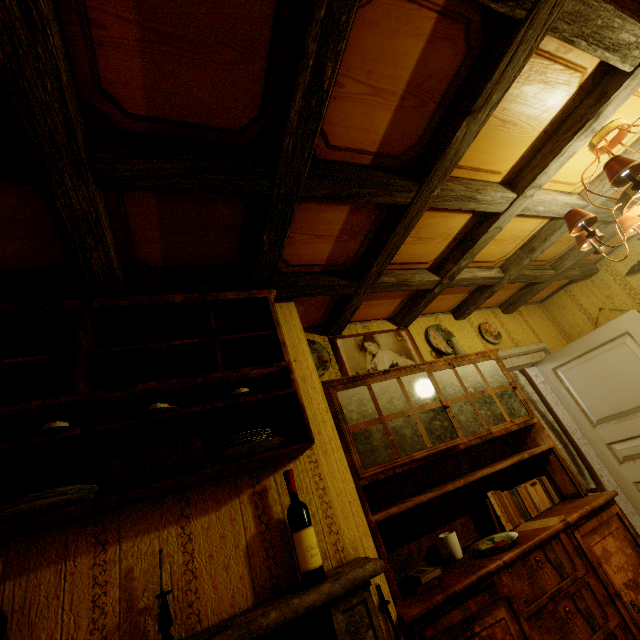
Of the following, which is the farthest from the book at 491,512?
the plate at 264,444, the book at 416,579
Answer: the plate at 264,444

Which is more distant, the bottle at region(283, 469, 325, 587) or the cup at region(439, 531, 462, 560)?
the cup at region(439, 531, 462, 560)

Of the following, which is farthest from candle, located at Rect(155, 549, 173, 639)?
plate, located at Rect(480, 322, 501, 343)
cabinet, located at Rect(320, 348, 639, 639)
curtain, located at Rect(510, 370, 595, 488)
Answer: curtain, located at Rect(510, 370, 595, 488)

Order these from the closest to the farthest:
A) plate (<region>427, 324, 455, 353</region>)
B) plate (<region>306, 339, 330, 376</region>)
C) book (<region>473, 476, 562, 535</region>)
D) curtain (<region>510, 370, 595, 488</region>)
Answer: book (<region>473, 476, 562, 535</region>) → plate (<region>306, 339, 330, 376</region>) → plate (<region>427, 324, 455, 353</region>) → curtain (<region>510, 370, 595, 488</region>)

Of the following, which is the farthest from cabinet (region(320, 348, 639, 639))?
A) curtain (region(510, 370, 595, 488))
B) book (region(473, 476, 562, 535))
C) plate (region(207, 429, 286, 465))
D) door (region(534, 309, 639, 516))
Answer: curtain (region(510, 370, 595, 488))

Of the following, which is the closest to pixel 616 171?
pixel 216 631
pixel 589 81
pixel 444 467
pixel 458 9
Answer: pixel 589 81

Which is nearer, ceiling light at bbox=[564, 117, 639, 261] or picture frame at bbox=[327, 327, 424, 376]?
ceiling light at bbox=[564, 117, 639, 261]

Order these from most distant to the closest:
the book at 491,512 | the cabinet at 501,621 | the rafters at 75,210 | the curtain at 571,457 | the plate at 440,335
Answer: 1. the curtain at 571,457
2. the plate at 440,335
3. the book at 491,512
4. the cabinet at 501,621
5. the rafters at 75,210
